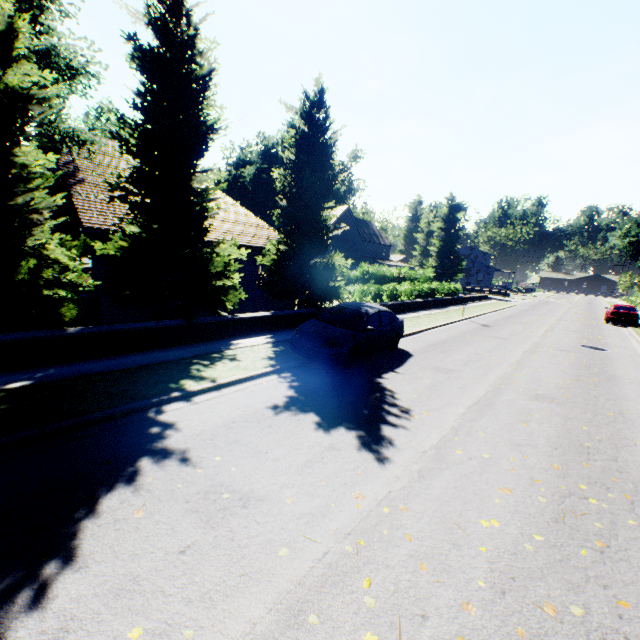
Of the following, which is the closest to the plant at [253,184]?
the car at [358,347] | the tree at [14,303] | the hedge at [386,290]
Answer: the hedge at [386,290]

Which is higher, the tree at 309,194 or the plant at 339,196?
the plant at 339,196

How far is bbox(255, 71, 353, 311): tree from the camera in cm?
1414

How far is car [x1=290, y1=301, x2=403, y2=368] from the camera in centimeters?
899cm

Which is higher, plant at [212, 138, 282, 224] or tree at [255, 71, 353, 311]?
plant at [212, 138, 282, 224]

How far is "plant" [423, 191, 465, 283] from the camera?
53.2m

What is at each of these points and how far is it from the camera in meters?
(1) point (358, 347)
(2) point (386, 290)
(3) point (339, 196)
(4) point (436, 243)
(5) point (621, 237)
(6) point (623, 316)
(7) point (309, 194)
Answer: (1) car, 9.7 m
(2) hedge, 30.4 m
(3) plant, 56.1 m
(4) plant, 54.8 m
(5) plant, 54.2 m
(6) car, 25.4 m
(7) tree, 14.5 m

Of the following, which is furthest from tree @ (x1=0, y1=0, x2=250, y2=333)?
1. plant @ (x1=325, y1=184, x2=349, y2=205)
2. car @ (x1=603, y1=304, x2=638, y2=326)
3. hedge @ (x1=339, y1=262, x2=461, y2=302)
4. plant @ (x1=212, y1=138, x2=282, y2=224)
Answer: plant @ (x1=212, y1=138, x2=282, y2=224)
